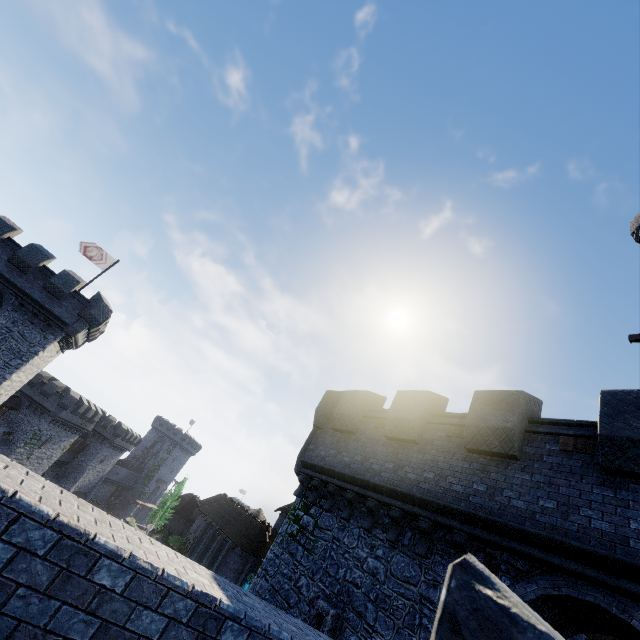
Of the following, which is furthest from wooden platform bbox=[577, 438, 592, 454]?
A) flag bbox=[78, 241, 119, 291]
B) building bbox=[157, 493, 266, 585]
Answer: building bbox=[157, 493, 266, 585]

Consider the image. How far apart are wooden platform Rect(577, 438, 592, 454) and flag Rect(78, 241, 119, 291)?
31.08m

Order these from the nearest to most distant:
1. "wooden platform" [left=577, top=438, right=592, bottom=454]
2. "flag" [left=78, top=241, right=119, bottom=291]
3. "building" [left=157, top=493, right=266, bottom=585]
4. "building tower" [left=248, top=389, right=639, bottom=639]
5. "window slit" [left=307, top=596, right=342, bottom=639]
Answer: "building tower" [left=248, top=389, right=639, bottom=639], "wooden platform" [left=577, top=438, right=592, bottom=454], "window slit" [left=307, top=596, right=342, bottom=639], "flag" [left=78, top=241, right=119, bottom=291], "building" [left=157, top=493, right=266, bottom=585]

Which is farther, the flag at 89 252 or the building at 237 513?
the building at 237 513

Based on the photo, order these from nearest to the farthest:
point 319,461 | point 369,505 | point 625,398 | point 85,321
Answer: point 625,398 → point 369,505 → point 319,461 → point 85,321

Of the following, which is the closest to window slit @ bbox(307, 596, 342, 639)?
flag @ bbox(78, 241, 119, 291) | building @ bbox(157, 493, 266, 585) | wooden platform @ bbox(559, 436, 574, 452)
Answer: wooden platform @ bbox(559, 436, 574, 452)

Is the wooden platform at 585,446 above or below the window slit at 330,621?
above
